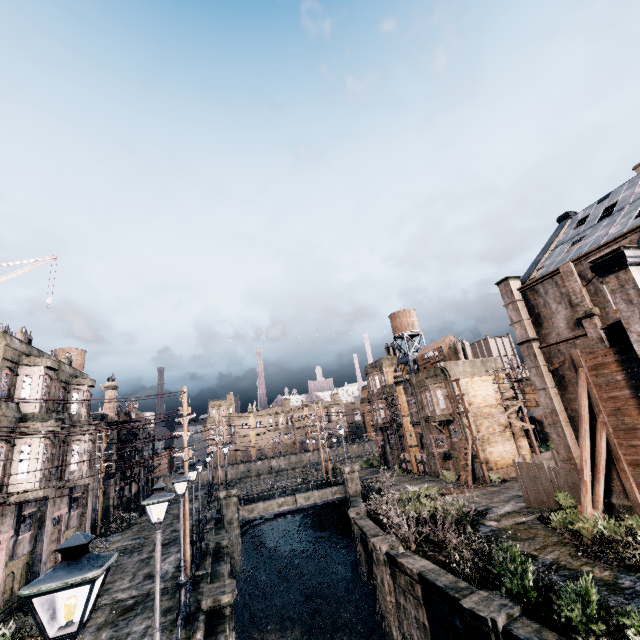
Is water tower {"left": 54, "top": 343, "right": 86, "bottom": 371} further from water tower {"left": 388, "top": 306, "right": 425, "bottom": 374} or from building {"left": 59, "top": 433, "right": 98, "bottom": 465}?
water tower {"left": 388, "top": 306, "right": 425, "bottom": 374}

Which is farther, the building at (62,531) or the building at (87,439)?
the building at (87,439)

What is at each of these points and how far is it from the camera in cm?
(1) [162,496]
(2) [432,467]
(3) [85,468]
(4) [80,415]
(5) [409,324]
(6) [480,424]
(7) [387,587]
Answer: (1) street light, 952
(2) column, 3812
(3) building, 2372
(4) building, 2466
(5) water tower, 4772
(6) building, 3409
(7) column, 1795

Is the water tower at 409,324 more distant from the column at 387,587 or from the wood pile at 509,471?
the column at 387,587

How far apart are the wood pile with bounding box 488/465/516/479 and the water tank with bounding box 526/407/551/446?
15.5 meters

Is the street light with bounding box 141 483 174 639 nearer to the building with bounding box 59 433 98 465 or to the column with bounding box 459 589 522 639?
the column with bounding box 459 589 522 639

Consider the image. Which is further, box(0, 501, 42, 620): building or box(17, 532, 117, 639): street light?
box(0, 501, 42, 620): building

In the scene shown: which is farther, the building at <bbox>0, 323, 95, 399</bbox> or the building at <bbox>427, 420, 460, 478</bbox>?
the building at <bbox>427, 420, 460, 478</bbox>
